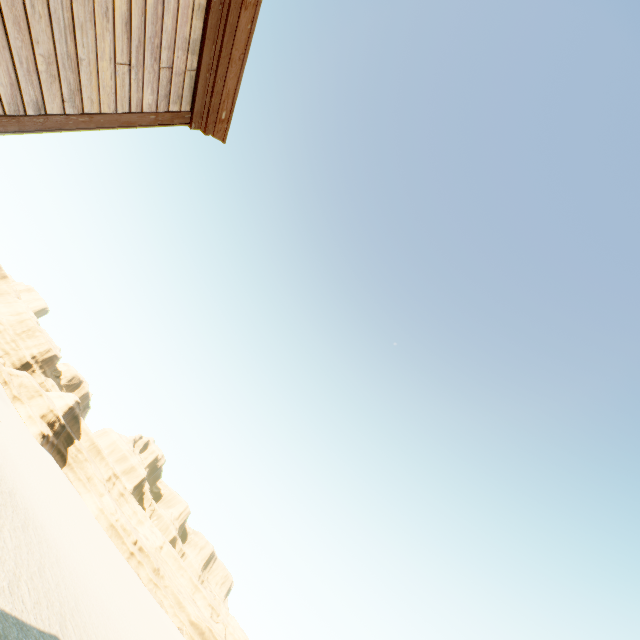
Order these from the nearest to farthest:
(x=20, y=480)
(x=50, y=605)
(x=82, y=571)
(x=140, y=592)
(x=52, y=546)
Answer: (x=50, y=605) < (x=52, y=546) < (x=82, y=571) < (x=20, y=480) < (x=140, y=592)
